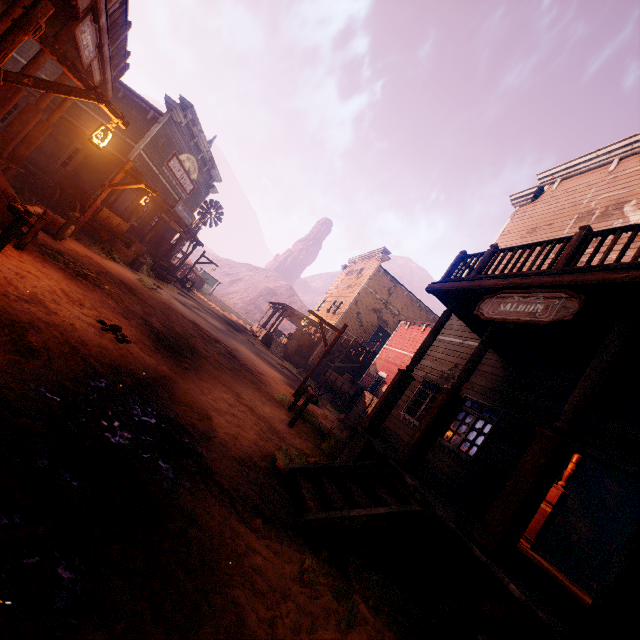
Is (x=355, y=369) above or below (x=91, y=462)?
above

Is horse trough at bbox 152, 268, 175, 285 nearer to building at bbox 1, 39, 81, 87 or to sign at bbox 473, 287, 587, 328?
building at bbox 1, 39, 81, 87

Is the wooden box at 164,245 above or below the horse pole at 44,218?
above

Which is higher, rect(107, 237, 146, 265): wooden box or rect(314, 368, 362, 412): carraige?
rect(314, 368, 362, 412): carraige

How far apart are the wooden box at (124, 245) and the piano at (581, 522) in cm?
2044

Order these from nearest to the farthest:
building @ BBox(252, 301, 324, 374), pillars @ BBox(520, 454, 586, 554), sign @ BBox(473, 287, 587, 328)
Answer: sign @ BBox(473, 287, 587, 328)
pillars @ BBox(520, 454, 586, 554)
building @ BBox(252, 301, 324, 374)

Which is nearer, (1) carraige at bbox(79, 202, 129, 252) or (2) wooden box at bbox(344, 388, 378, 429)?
(1) carraige at bbox(79, 202, 129, 252)

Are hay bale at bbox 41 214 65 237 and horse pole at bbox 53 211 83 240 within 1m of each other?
yes
